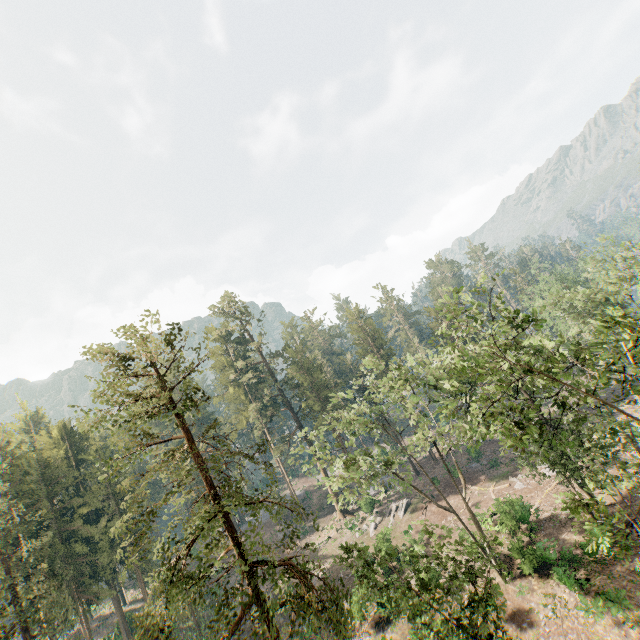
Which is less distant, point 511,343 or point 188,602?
point 511,343

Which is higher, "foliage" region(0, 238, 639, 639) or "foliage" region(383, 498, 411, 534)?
"foliage" region(0, 238, 639, 639)

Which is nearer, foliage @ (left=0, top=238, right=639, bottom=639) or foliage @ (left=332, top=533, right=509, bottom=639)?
foliage @ (left=332, top=533, right=509, bottom=639)

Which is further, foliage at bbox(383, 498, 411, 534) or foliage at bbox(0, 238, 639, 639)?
foliage at bbox(383, 498, 411, 534)

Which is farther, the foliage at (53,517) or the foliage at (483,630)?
the foliage at (53,517)

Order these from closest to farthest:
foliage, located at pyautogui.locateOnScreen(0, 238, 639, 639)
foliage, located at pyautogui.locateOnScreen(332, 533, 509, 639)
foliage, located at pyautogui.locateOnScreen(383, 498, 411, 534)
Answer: foliage, located at pyautogui.locateOnScreen(332, 533, 509, 639)
foliage, located at pyautogui.locateOnScreen(0, 238, 639, 639)
foliage, located at pyautogui.locateOnScreen(383, 498, 411, 534)

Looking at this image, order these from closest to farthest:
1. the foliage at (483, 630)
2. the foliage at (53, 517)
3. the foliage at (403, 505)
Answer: the foliage at (483, 630) < the foliage at (53, 517) < the foliage at (403, 505)
